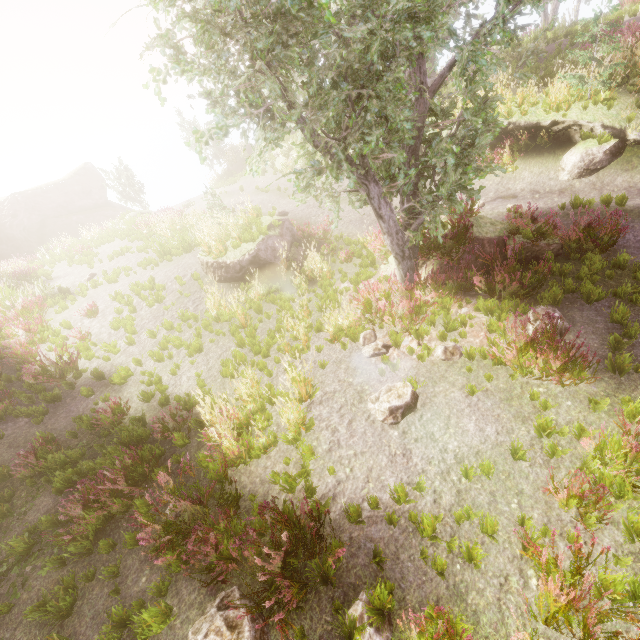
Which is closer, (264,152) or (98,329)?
(264,152)

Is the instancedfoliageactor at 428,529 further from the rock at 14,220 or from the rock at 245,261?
the rock at 245,261

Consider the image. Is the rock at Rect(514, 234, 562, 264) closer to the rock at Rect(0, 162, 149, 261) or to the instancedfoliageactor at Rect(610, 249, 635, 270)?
the instancedfoliageactor at Rect(610, 249, 635, 270)

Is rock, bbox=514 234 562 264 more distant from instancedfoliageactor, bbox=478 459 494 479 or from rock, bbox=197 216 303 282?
rock, bbox=197 216 303 282

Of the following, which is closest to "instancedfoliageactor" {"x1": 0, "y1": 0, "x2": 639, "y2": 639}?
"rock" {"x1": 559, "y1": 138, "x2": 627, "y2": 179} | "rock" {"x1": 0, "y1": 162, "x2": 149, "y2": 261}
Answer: "rock" {"x1": 0, "y1": 162, "x2": 149, "y2": 261}

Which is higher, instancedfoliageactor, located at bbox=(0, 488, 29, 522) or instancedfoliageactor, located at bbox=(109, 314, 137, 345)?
instancedfoliageactor, located at bbox=(109, 314, 137, 345)

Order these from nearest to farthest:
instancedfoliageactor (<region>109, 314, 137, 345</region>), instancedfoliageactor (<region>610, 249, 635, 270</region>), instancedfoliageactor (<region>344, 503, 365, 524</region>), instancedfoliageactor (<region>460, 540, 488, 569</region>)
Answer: instancedfoliageactor (<region>460, 540, 488, 569</region>)
instancedfoliageactor (<region>344, 503, 365, 524</region>)
instancedfoliageactor (<region>610, 249, 635, 270</region>)
instancedfoliageactor (<region>109, 314, 137, 345</region>)

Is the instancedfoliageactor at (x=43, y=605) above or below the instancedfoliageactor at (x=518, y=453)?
above
